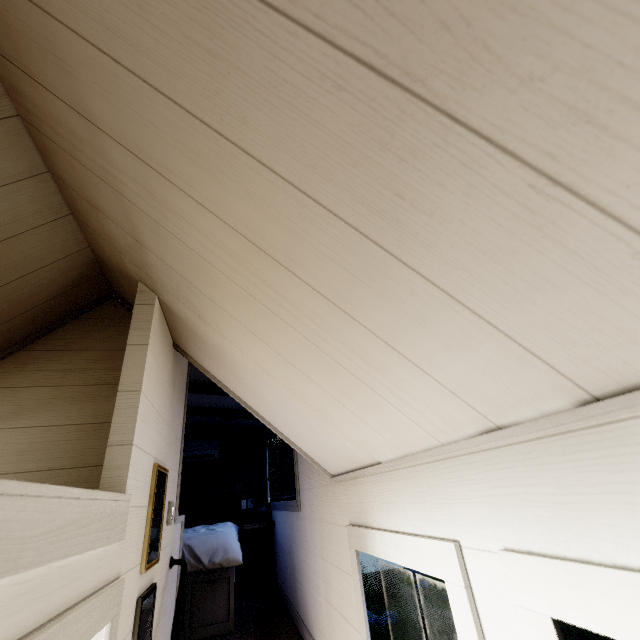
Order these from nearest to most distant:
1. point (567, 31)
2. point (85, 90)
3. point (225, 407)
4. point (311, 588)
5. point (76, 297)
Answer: point (567, 31) → point (85, 90) → point (76, 297) → point (311, 588) → point (225, 407)
